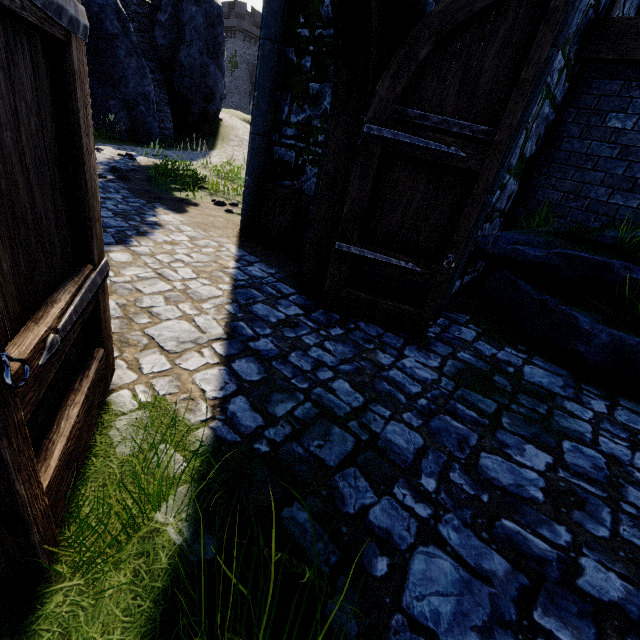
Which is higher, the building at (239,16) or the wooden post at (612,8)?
the building at (239,16)

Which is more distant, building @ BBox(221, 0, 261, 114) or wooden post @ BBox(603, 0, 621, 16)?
building @ BBox(221, 0, 261, 114)

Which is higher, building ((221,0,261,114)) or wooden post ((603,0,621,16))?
building ((221,0,261,114))

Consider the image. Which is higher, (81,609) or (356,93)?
(356,93)

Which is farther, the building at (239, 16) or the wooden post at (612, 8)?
the building at (239, 16)
